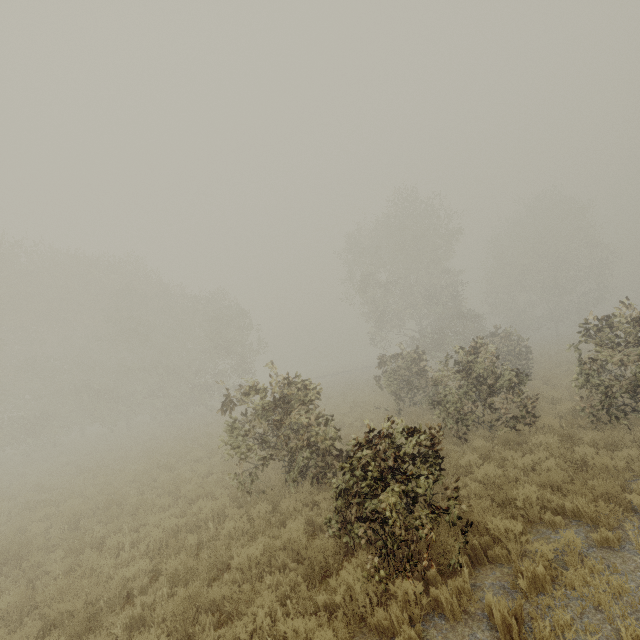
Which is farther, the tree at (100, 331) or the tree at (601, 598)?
the tree at (100, 331)

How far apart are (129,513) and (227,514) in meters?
4.0

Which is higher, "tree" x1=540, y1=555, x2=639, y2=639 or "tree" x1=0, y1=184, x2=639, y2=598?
"tree" x1=0, y1=184, x2=639, y2=598

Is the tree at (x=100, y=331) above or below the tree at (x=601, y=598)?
above

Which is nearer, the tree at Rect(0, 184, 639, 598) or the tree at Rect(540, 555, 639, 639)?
the tree at Rect(540, 555, 639, 639)
